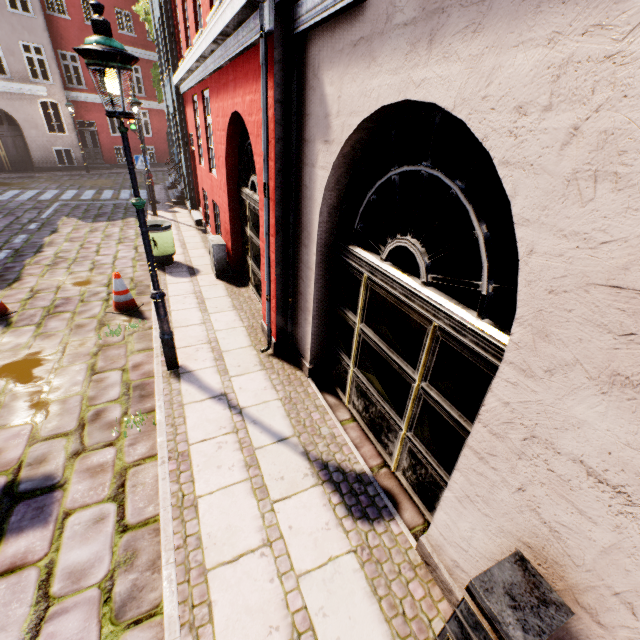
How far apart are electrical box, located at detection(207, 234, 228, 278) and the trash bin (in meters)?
0.91

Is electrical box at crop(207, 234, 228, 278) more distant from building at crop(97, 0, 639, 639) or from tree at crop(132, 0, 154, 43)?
tree at crop(132, 0, 154, 43)

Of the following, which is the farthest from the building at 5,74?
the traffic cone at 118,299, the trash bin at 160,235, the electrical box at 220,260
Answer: the traffic cone at 118,299

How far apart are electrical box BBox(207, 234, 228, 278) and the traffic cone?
1.7m

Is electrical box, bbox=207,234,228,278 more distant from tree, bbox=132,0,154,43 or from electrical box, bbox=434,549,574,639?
tree, bbox=132,0,154,43

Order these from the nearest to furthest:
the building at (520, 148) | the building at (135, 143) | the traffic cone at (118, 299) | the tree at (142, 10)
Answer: the building at (520, 148)
the traffic cone at (118, 299)
the tree at (142, 10)
the building at (135, 143)

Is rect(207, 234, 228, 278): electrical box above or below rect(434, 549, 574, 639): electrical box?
below

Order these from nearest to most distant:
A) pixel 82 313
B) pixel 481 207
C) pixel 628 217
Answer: pixel 628 217, pixel 481 207, pixel 82 313
